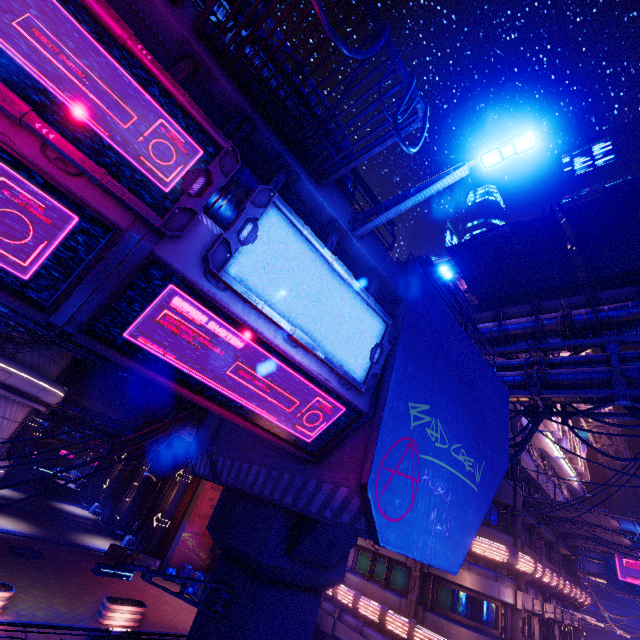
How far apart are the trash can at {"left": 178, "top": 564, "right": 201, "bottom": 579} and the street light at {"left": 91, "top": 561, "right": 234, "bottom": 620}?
24.3m

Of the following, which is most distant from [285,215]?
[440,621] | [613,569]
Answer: [613,569]

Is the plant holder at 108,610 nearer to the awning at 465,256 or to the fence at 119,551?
the fence at 119,551

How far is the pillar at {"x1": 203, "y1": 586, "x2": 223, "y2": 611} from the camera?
7.7m

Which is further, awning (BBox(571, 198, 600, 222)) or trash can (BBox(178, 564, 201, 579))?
trash can (BBox(178, 564, 201, 579))

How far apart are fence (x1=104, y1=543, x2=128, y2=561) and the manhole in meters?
5.0 m

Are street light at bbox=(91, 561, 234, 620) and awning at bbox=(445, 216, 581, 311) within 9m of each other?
no

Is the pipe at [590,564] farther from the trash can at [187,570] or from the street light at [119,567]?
the street light at [119,567]
